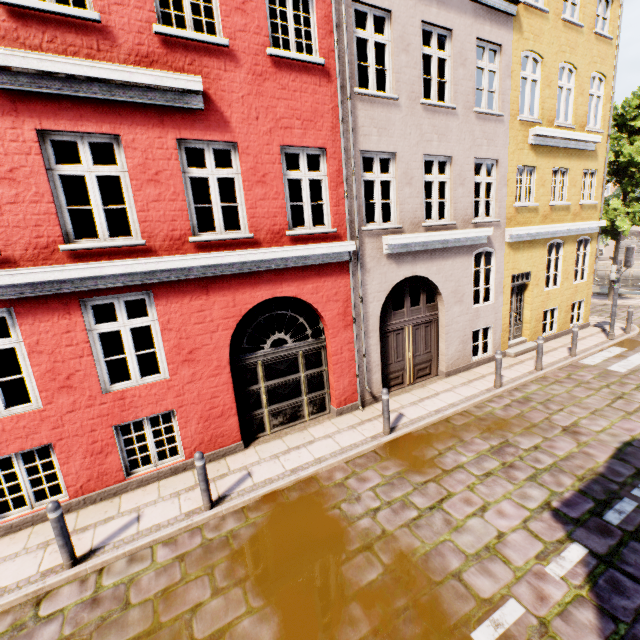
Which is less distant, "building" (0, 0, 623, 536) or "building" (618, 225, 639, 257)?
"building" (0, 0, 623, 536)

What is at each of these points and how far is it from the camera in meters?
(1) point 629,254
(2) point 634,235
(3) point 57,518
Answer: (1) traffic light, 11.3 m
(2) building, 38.4 m
(3) bollard, 4.6 m

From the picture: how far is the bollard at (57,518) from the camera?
4.6 meters

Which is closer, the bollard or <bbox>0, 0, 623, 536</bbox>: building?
the bollard

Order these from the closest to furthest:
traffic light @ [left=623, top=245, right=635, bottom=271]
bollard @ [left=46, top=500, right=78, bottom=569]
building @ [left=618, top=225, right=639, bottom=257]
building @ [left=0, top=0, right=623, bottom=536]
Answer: bollard @ [left=46, top=500, right=78, bottom=569], building @ [left=0, top=0, right=623, bottom=536], traffic light @ [left=623, top=245, right=635, bottom=271], building @ [left=618, top=225, right=639, bottom=257]

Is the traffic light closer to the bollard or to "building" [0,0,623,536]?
"building" [0,0,623,536]

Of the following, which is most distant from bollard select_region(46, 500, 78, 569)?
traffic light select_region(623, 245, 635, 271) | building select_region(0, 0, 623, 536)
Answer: traffic light select_region(623, 245, 635, 271)

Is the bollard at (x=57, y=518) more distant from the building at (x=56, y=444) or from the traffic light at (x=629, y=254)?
the traffic light at (x=629, y=254)
